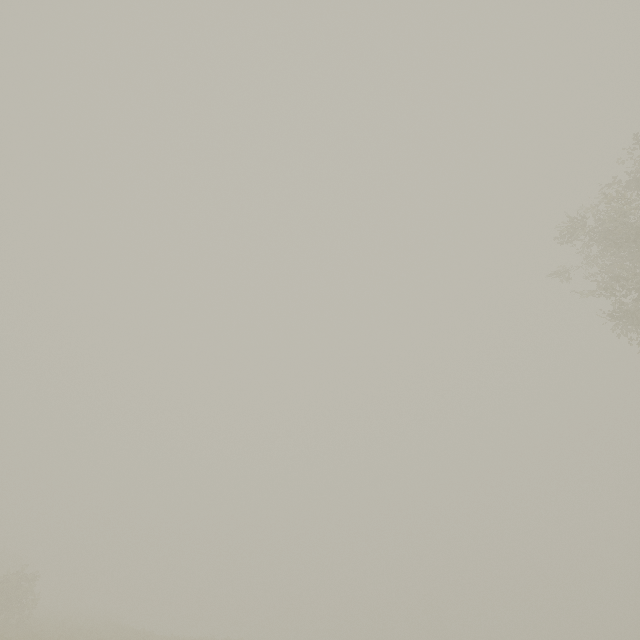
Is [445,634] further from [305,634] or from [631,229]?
[631,229]
